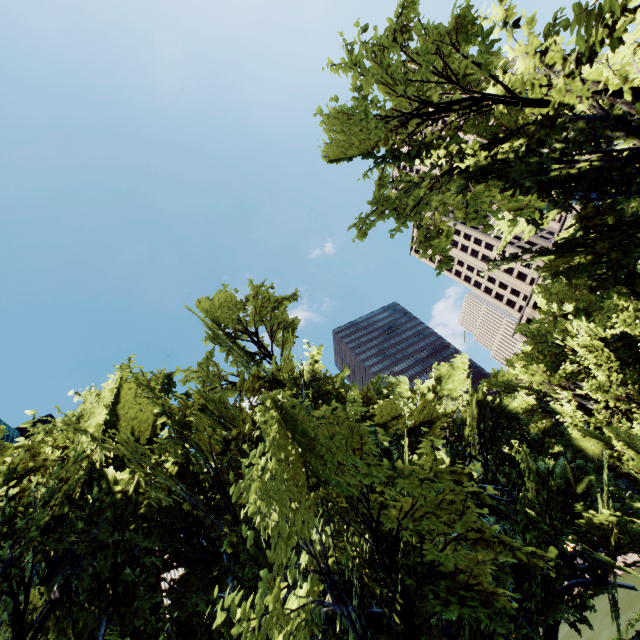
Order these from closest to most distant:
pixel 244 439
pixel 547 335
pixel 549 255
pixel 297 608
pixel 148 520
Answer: pixel 297 608, pixel 549 255, pixel 547 335, pixel 148 520, pixel 244 439
